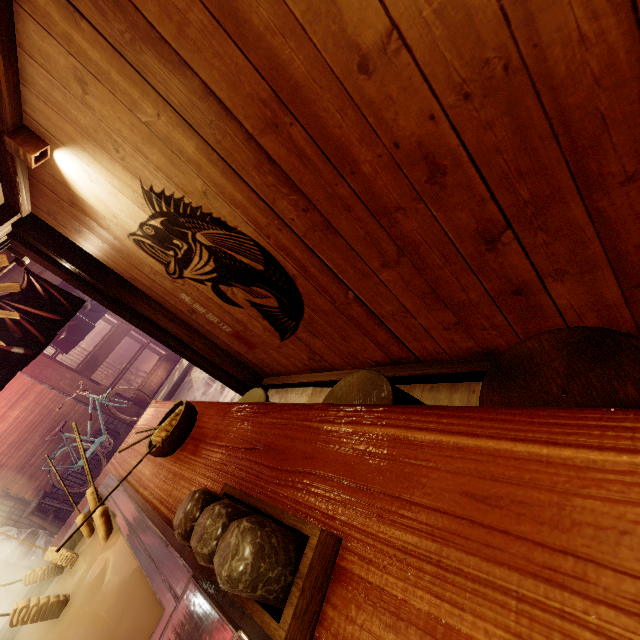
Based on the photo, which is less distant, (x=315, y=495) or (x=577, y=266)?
(x=315, y=495)

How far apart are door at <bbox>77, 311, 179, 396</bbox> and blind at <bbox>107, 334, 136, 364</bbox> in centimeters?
1393cm

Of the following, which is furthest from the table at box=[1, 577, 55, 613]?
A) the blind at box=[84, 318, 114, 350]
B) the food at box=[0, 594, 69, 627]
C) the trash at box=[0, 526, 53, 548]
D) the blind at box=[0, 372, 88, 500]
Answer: the blind at box=[84, 318, 114, 350]

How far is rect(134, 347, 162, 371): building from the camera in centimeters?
1960cm

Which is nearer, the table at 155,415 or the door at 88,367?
the table at 155,415

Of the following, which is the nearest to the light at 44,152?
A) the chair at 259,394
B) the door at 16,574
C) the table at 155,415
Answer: the table at 155,415

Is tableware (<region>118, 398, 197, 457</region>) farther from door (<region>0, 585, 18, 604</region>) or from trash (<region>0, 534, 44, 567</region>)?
trash (<region>0, 534, 44, 567</region>)

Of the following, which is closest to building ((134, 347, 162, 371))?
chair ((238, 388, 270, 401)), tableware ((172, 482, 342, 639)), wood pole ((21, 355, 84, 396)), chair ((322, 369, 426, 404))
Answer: wood pole ((21, 355, 84, 396))
